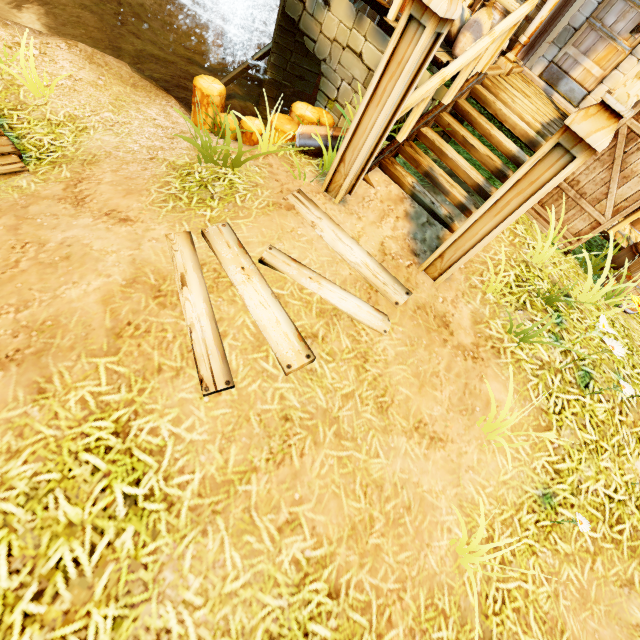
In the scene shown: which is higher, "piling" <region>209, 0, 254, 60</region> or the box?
the box

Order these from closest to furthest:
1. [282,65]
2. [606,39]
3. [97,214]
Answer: [97,214], [606,39], [282,65]

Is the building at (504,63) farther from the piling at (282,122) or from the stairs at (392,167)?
the piling at (282,122)

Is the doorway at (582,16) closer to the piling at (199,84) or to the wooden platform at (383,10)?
the wooden platform at (383,10)

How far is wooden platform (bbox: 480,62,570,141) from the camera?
4.77m

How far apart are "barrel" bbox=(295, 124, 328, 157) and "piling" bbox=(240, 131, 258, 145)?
0.6m

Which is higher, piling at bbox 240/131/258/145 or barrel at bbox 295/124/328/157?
barrel at bbox 295/124/328/157

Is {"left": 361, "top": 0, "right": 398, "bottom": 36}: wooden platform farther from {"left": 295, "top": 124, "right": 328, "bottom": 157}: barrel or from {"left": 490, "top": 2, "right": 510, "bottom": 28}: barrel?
{"left": 295, "top": 124, "right": 328, "bottom": 157}: barrel
